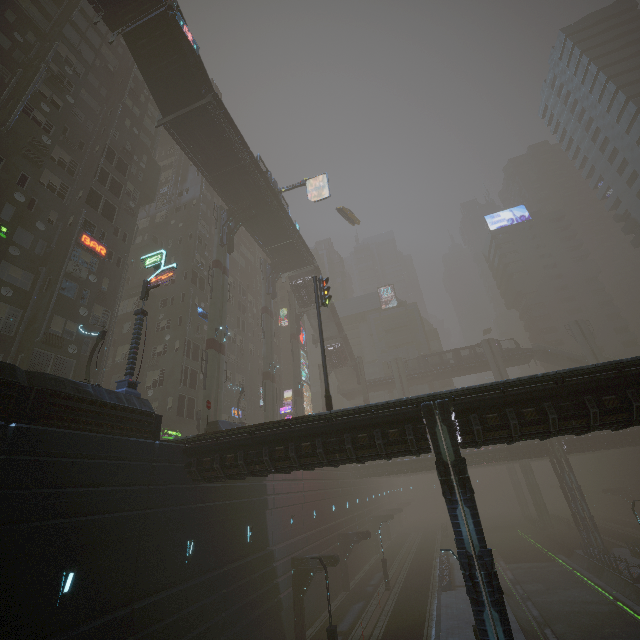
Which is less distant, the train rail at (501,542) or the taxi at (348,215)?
the train rail at (501,542)

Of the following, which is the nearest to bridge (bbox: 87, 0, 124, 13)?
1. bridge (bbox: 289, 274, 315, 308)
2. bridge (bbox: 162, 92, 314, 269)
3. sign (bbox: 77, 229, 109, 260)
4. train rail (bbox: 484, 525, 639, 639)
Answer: bridge (bbox: 162, 92, 314, 269)

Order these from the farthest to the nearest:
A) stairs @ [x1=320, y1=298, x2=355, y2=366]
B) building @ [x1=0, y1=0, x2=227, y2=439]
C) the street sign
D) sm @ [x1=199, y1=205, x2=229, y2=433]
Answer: stairs @ [x1=320, y1=298, x2=355, y2=366]
sm @ [x1=199, y1=205, x2=229, y2=433]
building @ [x1=0, y1=0, x2=227, y2=439]
the street sign

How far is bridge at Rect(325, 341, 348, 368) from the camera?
55.7m

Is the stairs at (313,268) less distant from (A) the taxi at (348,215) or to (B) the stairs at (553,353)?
(A) the taxi at (348,215)

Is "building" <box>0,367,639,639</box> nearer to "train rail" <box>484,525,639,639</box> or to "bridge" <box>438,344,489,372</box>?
"train rail" <box>484,525,639,639</box>

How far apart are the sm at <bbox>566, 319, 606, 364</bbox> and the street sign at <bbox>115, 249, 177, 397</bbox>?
62.03m

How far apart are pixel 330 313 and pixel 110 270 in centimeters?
3187cm
